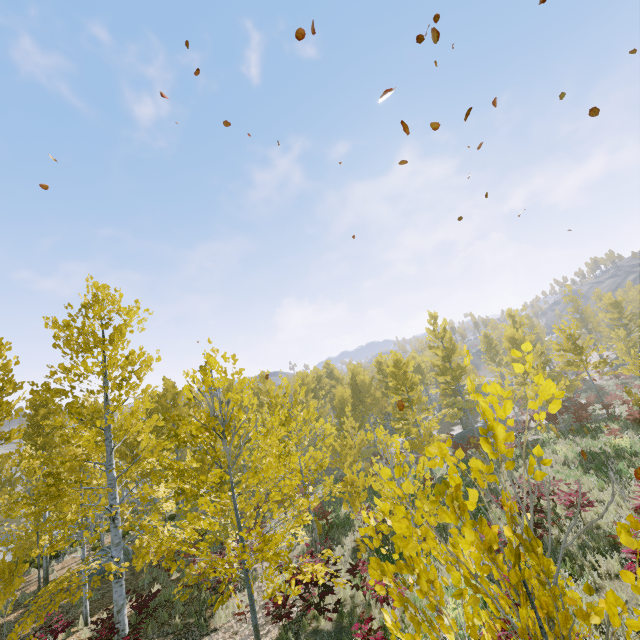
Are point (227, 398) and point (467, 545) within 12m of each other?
yes
